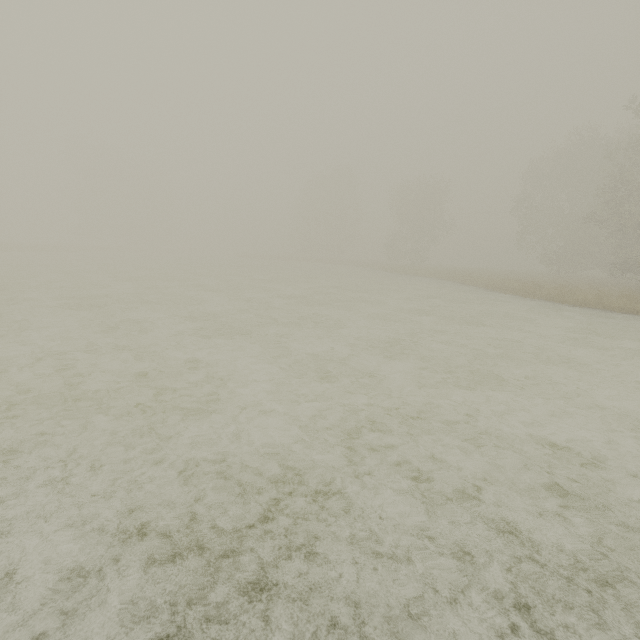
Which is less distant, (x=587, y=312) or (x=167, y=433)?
(x=167, y=433)
